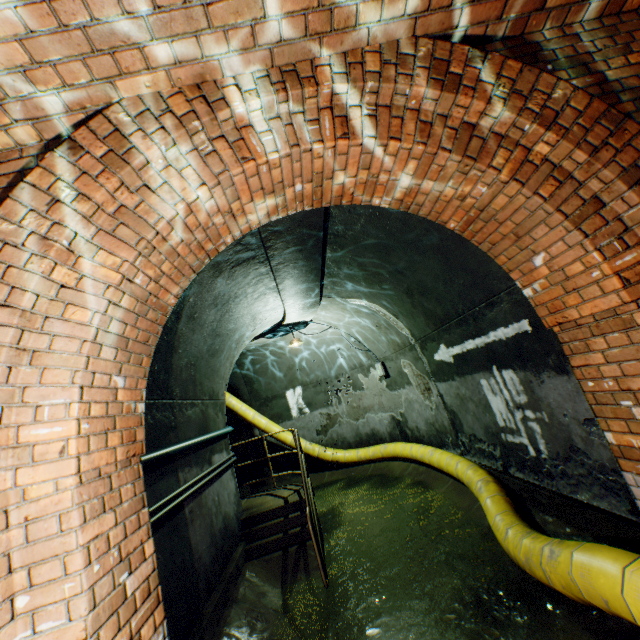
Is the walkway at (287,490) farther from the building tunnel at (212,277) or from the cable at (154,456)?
the cable at (154,456)

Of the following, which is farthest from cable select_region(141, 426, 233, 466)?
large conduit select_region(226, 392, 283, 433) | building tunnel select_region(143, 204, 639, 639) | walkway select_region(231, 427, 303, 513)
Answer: large conduit select_region(226, 392, 283, 433)

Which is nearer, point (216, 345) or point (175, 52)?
point (175, 52)

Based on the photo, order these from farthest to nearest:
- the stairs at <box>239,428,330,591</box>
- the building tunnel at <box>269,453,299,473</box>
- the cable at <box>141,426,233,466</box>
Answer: the building tunnel at <box>269,453,299,473</box> → the stairs at <box>239,428,330,591</box> → the cable at <box>141,426,233,466</box>

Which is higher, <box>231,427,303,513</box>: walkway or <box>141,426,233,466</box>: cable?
<box>141,426,233,466</box>: cable

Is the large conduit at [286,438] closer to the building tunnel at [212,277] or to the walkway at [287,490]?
the building tunnel at [212,277]

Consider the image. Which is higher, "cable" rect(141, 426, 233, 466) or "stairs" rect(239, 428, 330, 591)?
"cable" rect(141, 426, 233, 466)
